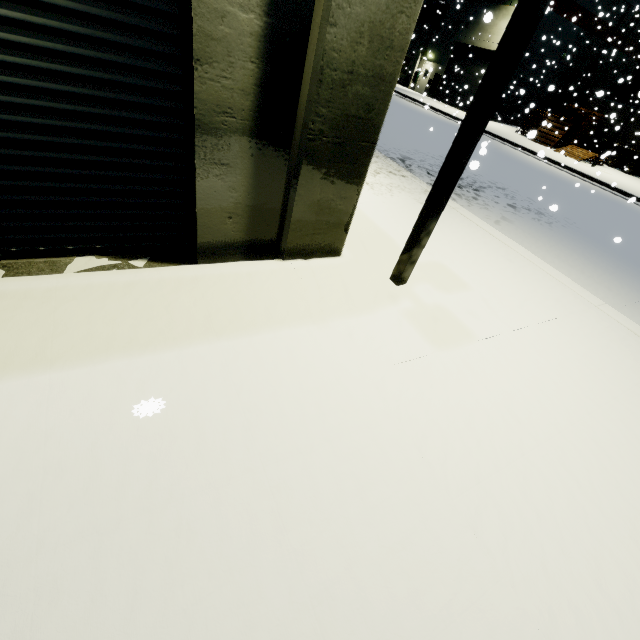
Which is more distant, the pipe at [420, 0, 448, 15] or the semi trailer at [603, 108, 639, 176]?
the pipe at [420, 0, 448, 15]

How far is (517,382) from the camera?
3.6m

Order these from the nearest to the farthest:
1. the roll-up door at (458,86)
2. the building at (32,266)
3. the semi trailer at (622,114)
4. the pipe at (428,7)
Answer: the building at (32,266) → the semi trailer at (622,114) → the roll-up door at (458,86) → the pipe at (428,7)

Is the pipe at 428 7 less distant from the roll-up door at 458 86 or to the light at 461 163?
the roll-up door at 458 86

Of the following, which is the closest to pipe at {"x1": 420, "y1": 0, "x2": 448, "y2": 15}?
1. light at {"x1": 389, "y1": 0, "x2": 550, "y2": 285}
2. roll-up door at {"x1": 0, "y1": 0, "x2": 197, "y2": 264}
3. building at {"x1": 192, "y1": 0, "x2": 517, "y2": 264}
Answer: building at {"x1": 192, "y1": 0, "x2": 517, "y2": 264}

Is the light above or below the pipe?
below

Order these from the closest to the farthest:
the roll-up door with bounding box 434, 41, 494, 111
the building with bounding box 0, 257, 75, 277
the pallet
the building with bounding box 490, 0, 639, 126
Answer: the building with bounding box 0, 257, 75, 277 < the pallet < the building with bounding box 490, 0, 639, 126 < the roll-up door with bounding box 434, 41, 494, 111

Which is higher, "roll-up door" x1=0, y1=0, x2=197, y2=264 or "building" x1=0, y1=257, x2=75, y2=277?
"roll-up door" x1=0, y1=0, x2=197, y2=264
